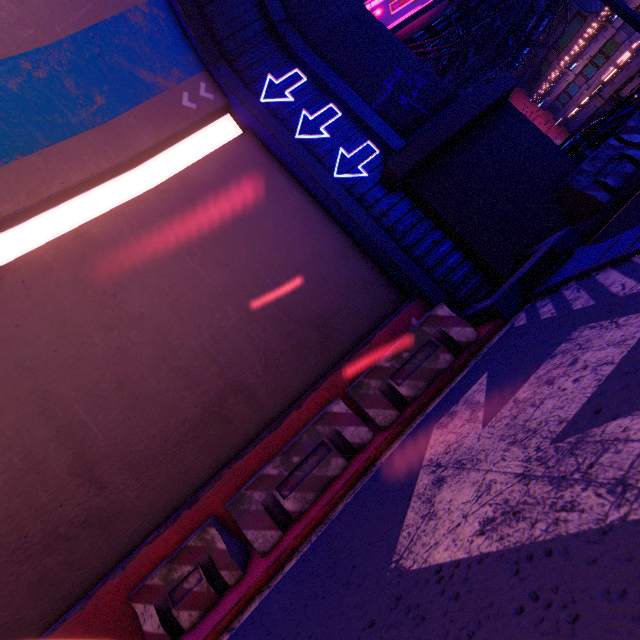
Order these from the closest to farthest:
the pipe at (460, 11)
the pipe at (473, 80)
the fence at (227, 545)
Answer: the fence at (227, 545)
the pipe at (460, 11)
the pipe at (473, 80)

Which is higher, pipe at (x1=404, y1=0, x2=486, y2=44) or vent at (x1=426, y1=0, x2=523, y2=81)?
vent at (x1=426, y1=0, x2=523, y2=81)

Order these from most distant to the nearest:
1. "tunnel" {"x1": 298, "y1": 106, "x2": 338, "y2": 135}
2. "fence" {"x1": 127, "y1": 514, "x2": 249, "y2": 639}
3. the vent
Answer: the vent, "tunnel" {"x1": 298, "y1": 106, "x2": 338, "y2": 135}, "fence" {"x1": 127, "y1": 514, "x2": 249, "y2": 639}

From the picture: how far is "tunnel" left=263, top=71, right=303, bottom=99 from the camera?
8.41m

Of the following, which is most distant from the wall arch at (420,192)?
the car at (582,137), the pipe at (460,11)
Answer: the car at (582,137)

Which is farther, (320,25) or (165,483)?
(320,25)

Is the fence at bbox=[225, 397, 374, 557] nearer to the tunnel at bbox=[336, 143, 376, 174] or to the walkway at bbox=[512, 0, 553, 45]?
the tunnel at bbox=[336, 143, 376, 174]

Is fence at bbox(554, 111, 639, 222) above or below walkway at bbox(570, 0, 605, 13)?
below
